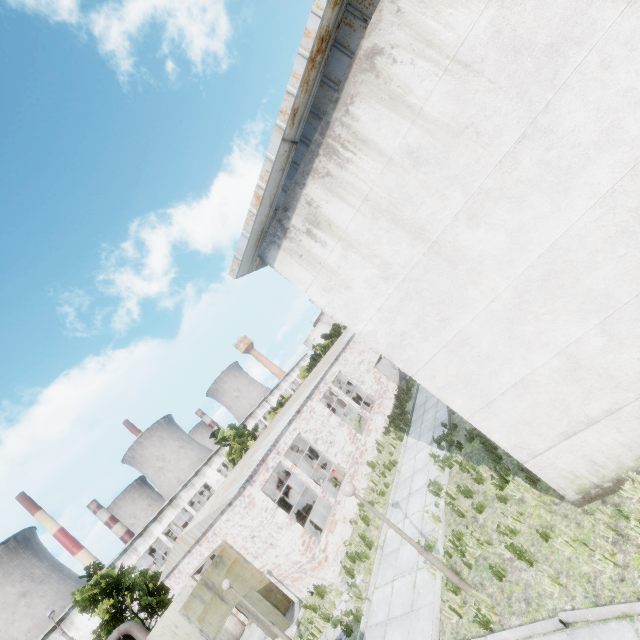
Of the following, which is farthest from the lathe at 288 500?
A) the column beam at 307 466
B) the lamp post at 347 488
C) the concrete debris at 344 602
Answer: the lamp post at 347 488

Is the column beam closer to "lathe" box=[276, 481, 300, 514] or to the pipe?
"lathe" box=[276, 481, 300, 514]

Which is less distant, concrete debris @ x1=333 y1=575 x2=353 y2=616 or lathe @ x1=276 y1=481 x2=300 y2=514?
concrete debris @ x1=333 y1=575 x2=353 y2=616

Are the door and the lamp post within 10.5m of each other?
no

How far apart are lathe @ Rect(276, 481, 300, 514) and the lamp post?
19.9m

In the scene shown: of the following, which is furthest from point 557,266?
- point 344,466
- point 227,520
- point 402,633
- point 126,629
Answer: point 126,629

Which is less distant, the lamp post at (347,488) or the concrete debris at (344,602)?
the lamp post at (347,488)

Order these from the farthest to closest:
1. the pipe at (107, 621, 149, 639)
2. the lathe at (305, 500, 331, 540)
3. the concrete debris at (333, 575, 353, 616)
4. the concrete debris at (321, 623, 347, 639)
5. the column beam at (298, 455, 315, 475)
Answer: the column beam at (298, 455, 315, 475)
the pipe at (107, 621, 149, 639)
the lathe at (305, 500, 331, 540)
the concrete debris at (333, 575, 353, 616)
the concrete debris at (321, 623, 347, 639)
